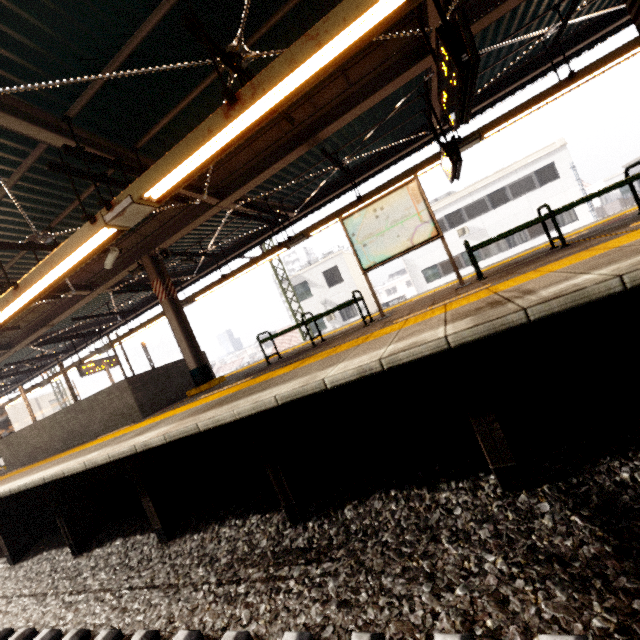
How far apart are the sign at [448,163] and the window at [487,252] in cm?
1783

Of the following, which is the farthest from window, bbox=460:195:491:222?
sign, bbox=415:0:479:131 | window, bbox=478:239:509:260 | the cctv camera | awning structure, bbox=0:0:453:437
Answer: the cctv camera

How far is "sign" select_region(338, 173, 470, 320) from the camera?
5.5m

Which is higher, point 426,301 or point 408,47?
point 408,47

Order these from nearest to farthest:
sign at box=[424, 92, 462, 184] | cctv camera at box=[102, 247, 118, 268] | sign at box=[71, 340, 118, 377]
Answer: sign at box=[424, 92, 462, 184]
cctv camera at box=[102, 247, 118, 268]
sign at box=[71, 340, 118, 377]

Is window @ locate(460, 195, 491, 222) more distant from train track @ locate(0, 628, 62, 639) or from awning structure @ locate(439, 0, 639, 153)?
train track @ locate(0, 628, 62, 639)

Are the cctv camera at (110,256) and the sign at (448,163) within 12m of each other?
yes

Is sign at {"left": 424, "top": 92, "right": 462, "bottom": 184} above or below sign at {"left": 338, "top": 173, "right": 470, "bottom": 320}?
above
